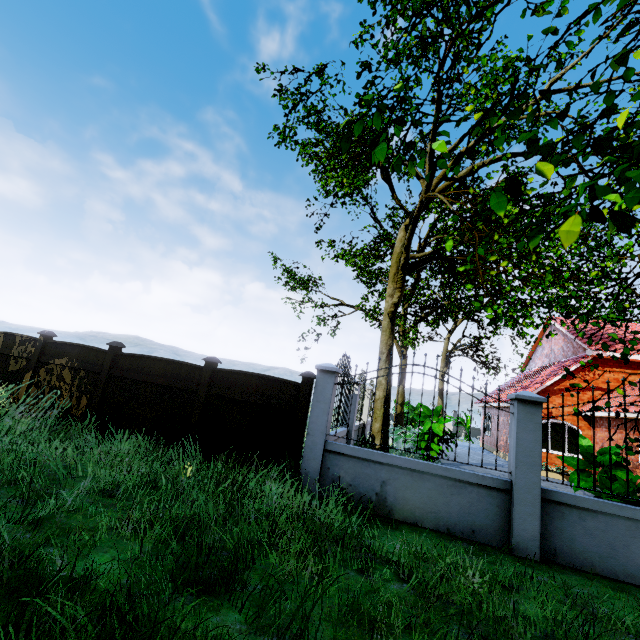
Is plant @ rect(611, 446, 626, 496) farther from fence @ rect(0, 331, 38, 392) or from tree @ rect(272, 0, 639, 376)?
tree @ rect(272, 0, 639, 376)

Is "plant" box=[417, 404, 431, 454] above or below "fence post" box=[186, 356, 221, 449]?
below

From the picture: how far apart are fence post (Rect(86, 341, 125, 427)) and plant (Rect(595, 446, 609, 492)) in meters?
9.5

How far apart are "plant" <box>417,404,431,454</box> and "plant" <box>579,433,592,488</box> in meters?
4.3

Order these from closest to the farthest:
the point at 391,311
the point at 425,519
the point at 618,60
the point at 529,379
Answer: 1. the point at 618,60
2. the point at 425,519
3. the point at 391,311
4. the point at 529,379

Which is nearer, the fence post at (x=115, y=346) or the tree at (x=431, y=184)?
the tree at (x=431, y=184)

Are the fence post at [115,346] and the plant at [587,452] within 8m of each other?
no

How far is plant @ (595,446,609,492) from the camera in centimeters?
558cm
